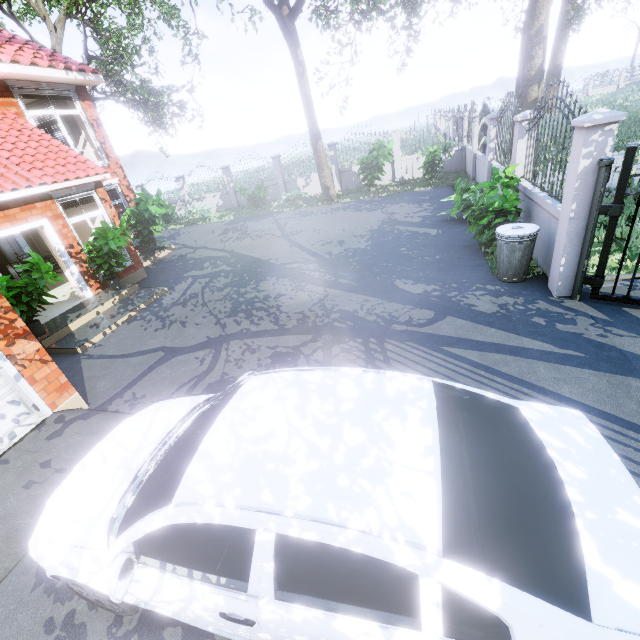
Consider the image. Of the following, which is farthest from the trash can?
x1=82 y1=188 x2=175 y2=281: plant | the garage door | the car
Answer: x1=82 y1=188 x2=175 y2=281: plant

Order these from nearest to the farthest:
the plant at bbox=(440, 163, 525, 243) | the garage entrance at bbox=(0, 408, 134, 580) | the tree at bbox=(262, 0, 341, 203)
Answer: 1. the garage entrance at bbox=(0, 408, 134, 580)
2. the plant at bbox=(440, 163, 525, 243)
3. the tree at bbox=(262, 0, 341, 203)

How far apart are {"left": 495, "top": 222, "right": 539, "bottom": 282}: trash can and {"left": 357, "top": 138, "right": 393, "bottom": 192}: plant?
9.5m

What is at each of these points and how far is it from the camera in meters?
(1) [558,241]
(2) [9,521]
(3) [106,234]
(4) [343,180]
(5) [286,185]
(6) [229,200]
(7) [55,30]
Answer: (1) fence, 5.1 m
(2) garage entrance, 3.5 m
(3) plant, 8.4 m
(4) fence, 17.8 m
(5) fence, 18.7 m
(6) fence, 20.0 m
(7) tree, 16.5 m

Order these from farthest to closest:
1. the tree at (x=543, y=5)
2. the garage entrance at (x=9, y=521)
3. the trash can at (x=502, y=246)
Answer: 1. the tree at (x=543, y=5)
2. the trash can at (x=502, y=246)
3. the garage entrance at (x=9, y=521)

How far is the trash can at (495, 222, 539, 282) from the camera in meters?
5.5

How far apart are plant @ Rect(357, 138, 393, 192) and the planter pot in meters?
12.9

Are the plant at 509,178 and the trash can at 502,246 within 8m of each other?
yes
